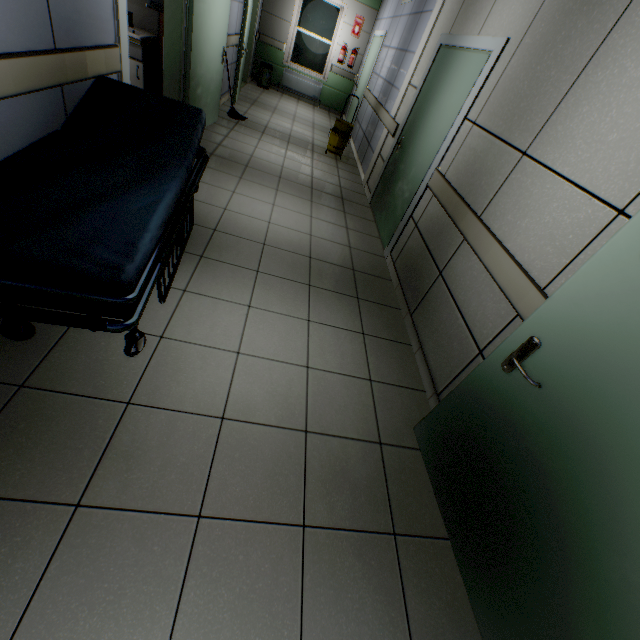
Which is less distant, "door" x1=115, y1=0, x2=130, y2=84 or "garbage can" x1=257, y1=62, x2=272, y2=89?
"door" x1=115, y1=0, x2=130, y2=84

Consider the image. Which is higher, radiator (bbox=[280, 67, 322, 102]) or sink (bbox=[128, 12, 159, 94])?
sink (bbox=[128, 12, 159, 94])

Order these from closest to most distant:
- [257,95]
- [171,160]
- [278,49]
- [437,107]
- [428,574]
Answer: [428,574]
[171,160]
[437,107]
[257,95]
[278,49]

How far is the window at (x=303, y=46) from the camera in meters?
9.1 m

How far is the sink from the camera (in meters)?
3.91

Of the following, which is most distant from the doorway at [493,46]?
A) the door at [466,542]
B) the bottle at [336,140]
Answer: the door at [466,542]

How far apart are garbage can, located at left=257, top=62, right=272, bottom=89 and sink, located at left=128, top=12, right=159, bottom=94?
5.8m

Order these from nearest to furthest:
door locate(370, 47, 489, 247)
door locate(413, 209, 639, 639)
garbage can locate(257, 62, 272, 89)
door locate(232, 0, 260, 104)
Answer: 1. door locate(413, 209, 639, 639)
2. door locate(370, 47, 489, 247)
3. door locate(232, 0, 260, 104)
4. garbage can locate(257, 62, 272, 89)
